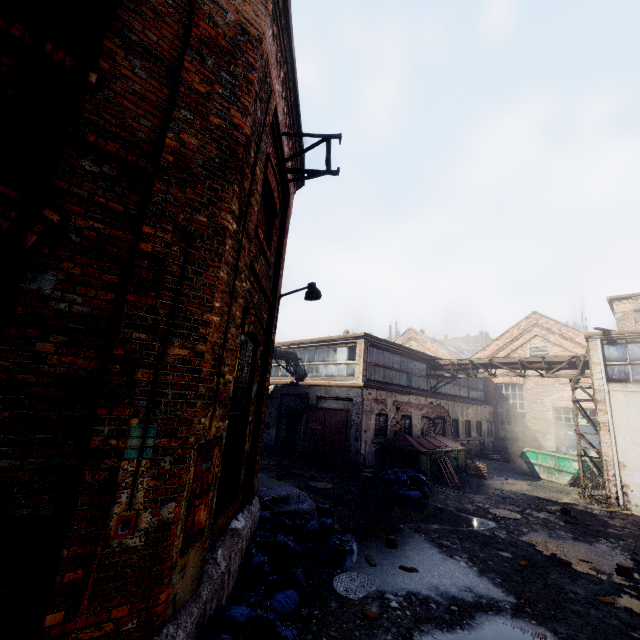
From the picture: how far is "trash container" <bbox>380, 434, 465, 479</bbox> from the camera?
13.51m

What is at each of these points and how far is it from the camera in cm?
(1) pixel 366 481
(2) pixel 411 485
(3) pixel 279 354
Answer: (1) carton, 1185
(2) trash bag, 1116
(3) pipe, 1789

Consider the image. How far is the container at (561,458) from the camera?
15.8 meters

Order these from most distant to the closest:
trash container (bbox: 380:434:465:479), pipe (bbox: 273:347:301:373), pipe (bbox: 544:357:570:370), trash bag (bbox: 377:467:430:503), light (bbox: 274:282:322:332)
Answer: pipe (bbox: 273:347:301:373)
pipe (bbox: 544:357:570:370)
trash container (bbox: 380:434:465:479)
trash bag (bbox: 377:467:430:503)
light (bbox: 274:282:322:332)

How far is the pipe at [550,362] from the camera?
15.10m

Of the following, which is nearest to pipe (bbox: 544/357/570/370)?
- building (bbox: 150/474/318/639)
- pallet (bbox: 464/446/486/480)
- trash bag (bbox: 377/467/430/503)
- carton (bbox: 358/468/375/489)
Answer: pallet (bbox: 464/446/486/480)

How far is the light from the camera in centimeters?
710cm

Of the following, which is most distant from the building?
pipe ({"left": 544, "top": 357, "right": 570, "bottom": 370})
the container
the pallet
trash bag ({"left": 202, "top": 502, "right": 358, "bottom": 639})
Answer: the container
